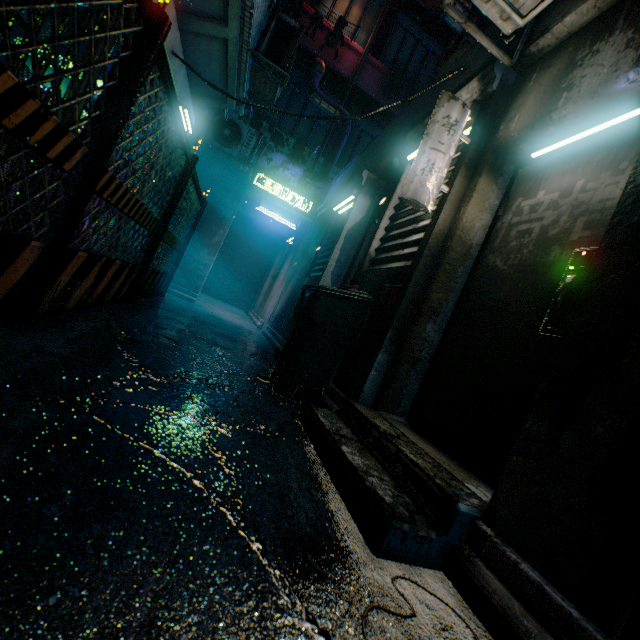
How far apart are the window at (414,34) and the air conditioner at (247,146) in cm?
443

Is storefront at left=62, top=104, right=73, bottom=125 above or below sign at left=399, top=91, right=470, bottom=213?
below

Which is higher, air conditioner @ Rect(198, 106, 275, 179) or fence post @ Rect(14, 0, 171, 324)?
air conditioner @ Rect(198, 106, 275, 179)

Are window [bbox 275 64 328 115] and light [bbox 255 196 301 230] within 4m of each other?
yes

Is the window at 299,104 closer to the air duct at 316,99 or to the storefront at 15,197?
the air duct at 316,99

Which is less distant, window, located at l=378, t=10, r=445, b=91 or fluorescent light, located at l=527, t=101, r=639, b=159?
fluorescent light, located at l=527, t=101, r=639, b=159

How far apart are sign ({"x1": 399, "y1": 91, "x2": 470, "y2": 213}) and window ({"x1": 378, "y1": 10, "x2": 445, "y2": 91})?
8.16m

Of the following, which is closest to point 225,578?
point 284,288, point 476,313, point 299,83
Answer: point 476,313
